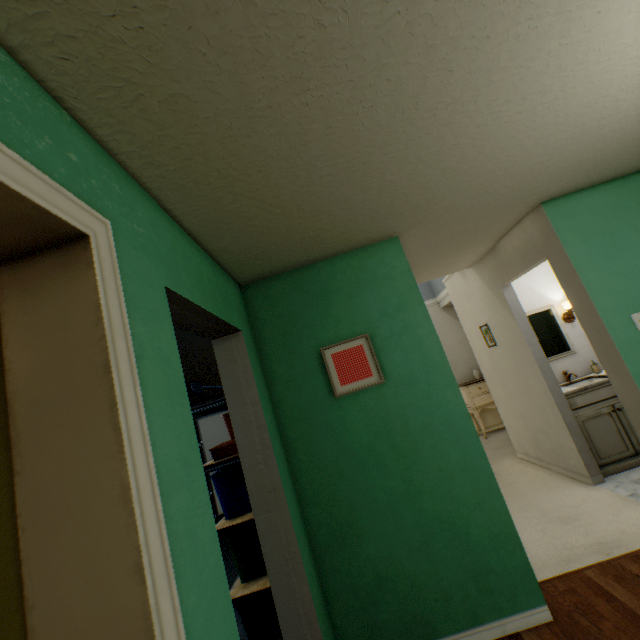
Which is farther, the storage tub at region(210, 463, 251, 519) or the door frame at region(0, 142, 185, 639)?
the storage tub at region(210, 463, 251, 519)

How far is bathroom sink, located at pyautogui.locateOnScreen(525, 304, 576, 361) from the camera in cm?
389

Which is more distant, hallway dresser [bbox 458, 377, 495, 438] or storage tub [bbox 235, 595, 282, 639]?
hallway dresser [bbox 458, 377, 495, 438]

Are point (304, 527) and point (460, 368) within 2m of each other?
no

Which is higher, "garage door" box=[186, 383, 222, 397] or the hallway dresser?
"garage door" box=[186, 383, 222, 397]

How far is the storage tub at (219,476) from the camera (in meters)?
2.62

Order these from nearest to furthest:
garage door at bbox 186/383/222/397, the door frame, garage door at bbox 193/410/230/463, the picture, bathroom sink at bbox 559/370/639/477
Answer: the door frame, the picture, bathroom sink at bbox 559/370/639/477, garage door at bbox 186/383/222/397, garage door at bbox 193/410/230/463

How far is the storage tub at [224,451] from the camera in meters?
2.7
